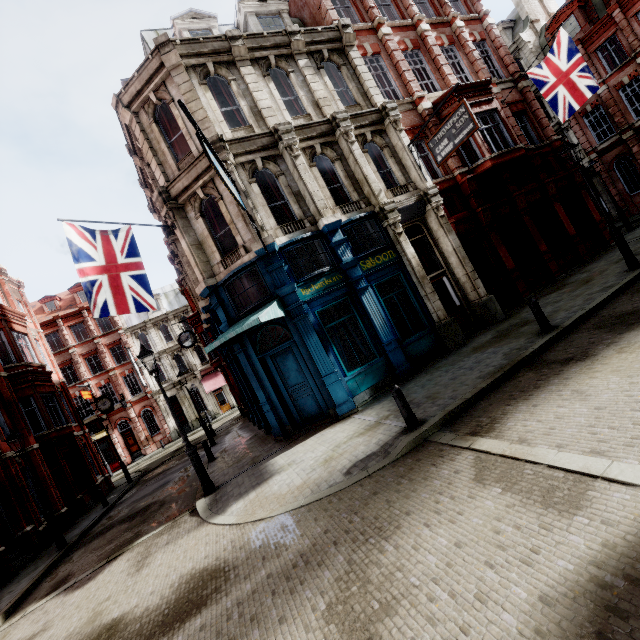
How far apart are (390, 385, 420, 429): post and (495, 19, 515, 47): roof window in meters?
38.4

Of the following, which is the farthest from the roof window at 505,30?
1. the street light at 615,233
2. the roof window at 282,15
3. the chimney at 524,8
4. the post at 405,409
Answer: the post at 405,409

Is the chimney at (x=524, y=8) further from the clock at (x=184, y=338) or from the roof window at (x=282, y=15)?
the clock at (x=184, y=338)

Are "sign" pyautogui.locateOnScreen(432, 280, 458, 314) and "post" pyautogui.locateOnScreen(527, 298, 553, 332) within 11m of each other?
yes

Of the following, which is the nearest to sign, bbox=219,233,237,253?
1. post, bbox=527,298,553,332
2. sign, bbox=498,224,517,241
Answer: post, bbox=527,298,553,332

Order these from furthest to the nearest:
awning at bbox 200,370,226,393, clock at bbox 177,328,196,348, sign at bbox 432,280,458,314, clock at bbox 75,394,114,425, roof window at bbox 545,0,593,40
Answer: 1. awning at bbox 200,370,226,393
2. roof window at bbox 545,0,593,40
3. clock at bbox 75,394,114,425
4. clock at bbox 177,328,196,348
5. sign at bbox 432,280,458,314

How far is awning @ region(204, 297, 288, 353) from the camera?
9.2m

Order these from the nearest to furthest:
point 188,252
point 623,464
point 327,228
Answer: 1. point 623,464
2. point 327,228
3. point 188,252
